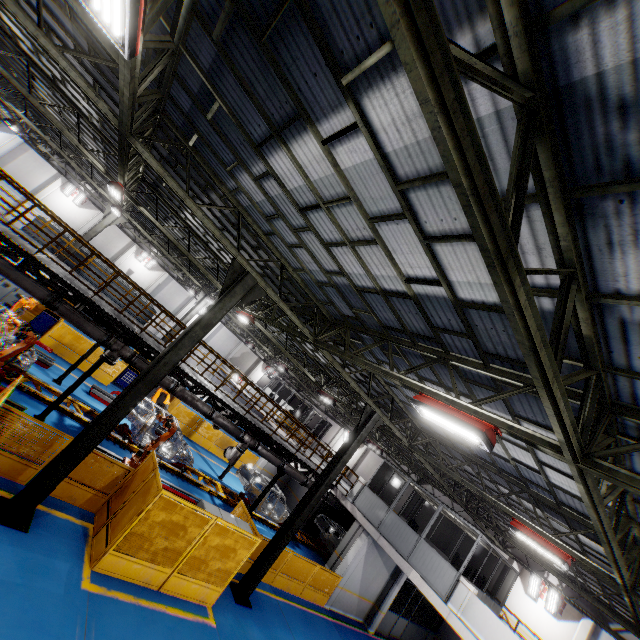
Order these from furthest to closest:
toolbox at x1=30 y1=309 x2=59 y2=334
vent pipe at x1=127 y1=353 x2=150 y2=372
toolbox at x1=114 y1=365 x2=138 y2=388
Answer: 1. toolbox at x1=114 y1=365 x2=138 y2=388
2. toolbox at x1=30 y1=309 x2=59 y2=334
3. vent pipe at x1=127 y1=353 x2=150 y2=372

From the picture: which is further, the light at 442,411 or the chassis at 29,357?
the chassis at 29,357

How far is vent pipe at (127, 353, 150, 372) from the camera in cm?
1190

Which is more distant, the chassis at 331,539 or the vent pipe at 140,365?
the chassis at 331,539

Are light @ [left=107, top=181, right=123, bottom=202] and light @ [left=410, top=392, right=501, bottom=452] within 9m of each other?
no

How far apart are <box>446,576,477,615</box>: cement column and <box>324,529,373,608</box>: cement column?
4.3 meters

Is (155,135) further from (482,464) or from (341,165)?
(482,464)

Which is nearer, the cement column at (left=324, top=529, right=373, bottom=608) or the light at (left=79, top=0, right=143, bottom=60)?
the light at (left=79, top=0, right=143, bottom=60)
